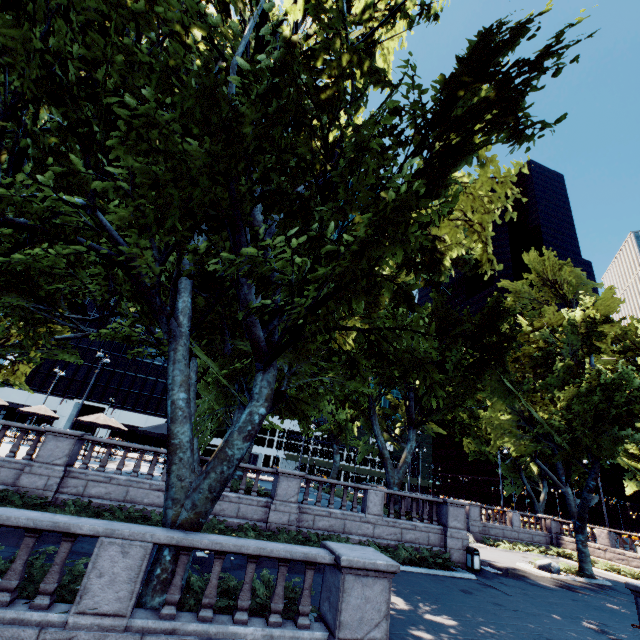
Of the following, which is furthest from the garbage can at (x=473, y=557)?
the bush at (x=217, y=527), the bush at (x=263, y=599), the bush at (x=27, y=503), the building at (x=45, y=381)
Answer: the building at (x=45, y=381)

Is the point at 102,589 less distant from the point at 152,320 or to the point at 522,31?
the point at 152,320

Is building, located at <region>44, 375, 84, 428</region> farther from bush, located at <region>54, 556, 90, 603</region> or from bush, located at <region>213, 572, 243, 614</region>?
bush, located at <region>213, 572, 243, 614</region>

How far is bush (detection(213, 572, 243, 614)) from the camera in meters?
7.2

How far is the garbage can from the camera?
16.94m

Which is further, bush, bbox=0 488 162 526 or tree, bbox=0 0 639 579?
bush, bbox=0 488 162 526

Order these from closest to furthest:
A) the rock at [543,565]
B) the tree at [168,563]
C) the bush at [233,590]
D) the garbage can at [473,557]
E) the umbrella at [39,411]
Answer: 1. the tree at [168,563]
2. the bush at [233,590]
3. the garbage can at [473,557]
4. the rock at [543,565]
5. the umbrella at [39,411]

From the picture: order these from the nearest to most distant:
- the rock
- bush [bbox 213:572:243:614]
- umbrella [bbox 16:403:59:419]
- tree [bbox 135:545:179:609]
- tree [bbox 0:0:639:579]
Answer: tree [bbox 0:0:639:579], tree [bbox 135:545:179:609], bush [bbox 213:572:243:614], the rock, umbrella [bbox 16:403:59:419]
